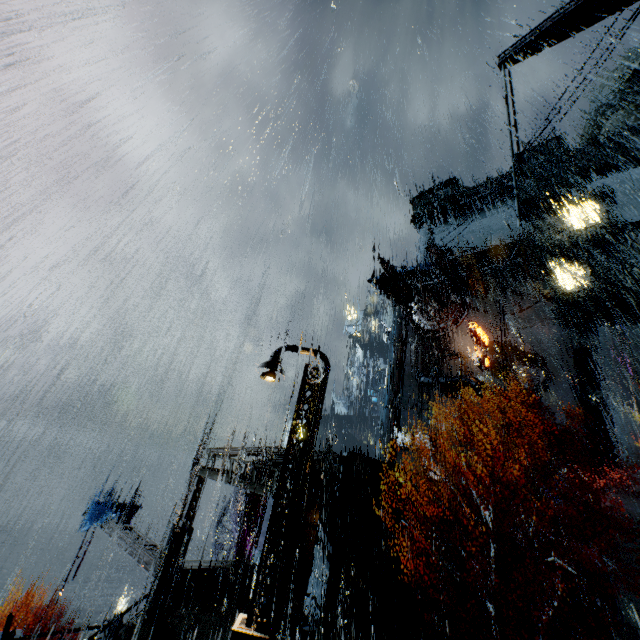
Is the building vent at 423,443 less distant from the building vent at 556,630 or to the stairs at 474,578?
the stairs at 474,578

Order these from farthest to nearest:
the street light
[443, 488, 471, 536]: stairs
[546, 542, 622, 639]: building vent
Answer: [443, 488, 471, 536]: stairs → [546, 542, 622, 639]: building vent → the street light

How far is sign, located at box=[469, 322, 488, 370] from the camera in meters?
35.9

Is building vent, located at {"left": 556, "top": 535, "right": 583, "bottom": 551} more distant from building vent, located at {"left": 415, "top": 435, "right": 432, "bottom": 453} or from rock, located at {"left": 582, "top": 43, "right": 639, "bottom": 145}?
rock, located at {"left": 582, "top": 43, "right": 639, "bottom": 145}

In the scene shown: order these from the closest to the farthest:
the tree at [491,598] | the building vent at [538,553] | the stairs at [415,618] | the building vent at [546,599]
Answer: the tree at [491,598] < the stairs at [415,618] < the building vent at [546,599] < the building vent at [538,553]

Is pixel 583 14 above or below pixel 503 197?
below

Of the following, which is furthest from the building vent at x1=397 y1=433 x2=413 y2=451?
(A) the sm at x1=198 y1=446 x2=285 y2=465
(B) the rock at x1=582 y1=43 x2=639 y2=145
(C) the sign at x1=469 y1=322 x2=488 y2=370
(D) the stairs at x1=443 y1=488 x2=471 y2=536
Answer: (B) the rock at x1=582 y1=43 x2=639 y2=145

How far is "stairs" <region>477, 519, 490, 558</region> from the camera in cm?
2404
